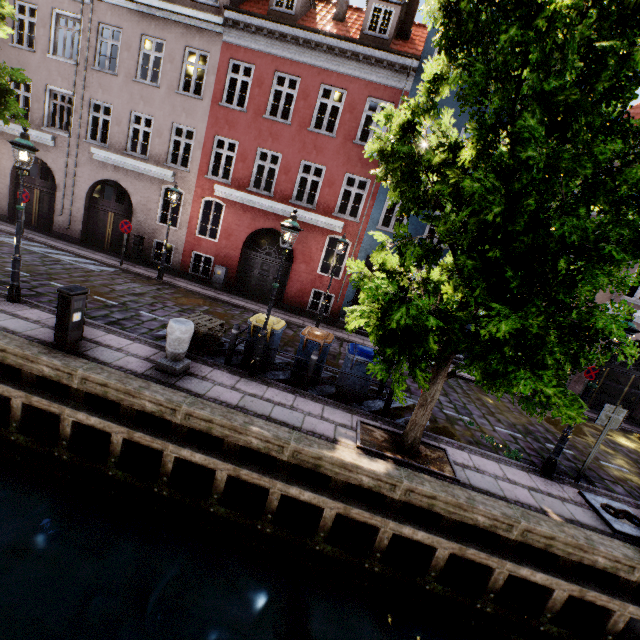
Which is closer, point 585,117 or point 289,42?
point 585,117

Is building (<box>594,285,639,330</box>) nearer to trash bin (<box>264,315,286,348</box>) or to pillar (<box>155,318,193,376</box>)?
trash bin (<box>264,315,286,348</box>)

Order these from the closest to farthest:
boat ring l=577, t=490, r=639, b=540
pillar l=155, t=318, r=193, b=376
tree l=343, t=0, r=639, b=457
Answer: tree l=343, t=0, r=639, b=457, boat ring l=577, t=490, r=639, b=540, pillar l=155, t=318, r=193, b=376

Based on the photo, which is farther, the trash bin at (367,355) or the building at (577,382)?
the building at (577,382)

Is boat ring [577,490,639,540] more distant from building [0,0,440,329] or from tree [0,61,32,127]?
building [0,0,440,329]

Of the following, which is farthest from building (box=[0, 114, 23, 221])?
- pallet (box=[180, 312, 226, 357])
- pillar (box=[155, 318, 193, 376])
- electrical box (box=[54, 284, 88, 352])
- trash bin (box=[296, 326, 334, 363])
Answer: electrical box (box=[54, 284, 88, 352])

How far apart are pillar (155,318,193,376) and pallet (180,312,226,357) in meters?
0.7 m

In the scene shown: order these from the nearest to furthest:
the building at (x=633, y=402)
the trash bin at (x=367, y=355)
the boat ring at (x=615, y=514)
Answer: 1. the boat ring at (x=615, y=514)
2. the trash bin at (x=367, y=355)
3. the building at (x=633, y=402)
